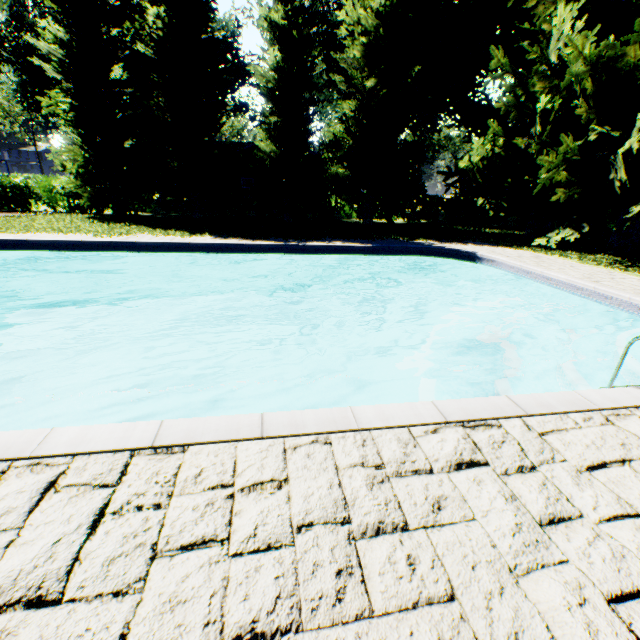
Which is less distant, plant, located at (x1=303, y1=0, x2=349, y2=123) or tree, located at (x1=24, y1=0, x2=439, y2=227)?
tree, located at (x1=24, y1=0, x2=439, y2=227)

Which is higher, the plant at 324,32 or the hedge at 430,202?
the plant at 324,32

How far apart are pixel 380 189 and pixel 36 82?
28.70m

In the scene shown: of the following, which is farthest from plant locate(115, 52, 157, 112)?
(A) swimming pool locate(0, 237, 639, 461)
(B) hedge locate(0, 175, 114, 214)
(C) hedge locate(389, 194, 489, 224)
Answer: (A) swimming pool locate(0, 237, 639, 461)

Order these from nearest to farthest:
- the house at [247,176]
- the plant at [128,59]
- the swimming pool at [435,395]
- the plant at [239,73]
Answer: the swimming pool at [435,395] → the house at [247,176] → the plant at [128,59] → the plant at [239,73]

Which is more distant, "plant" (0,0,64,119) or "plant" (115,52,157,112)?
"plant" (115,52,157,112)

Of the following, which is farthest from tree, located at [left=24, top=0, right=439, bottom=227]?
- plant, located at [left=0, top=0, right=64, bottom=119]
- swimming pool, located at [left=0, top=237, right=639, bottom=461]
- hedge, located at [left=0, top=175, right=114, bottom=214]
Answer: swimming pool, located at [left=0, top=237, right=639, bottom=461]

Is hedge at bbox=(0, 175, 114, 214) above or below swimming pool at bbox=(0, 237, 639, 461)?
above
